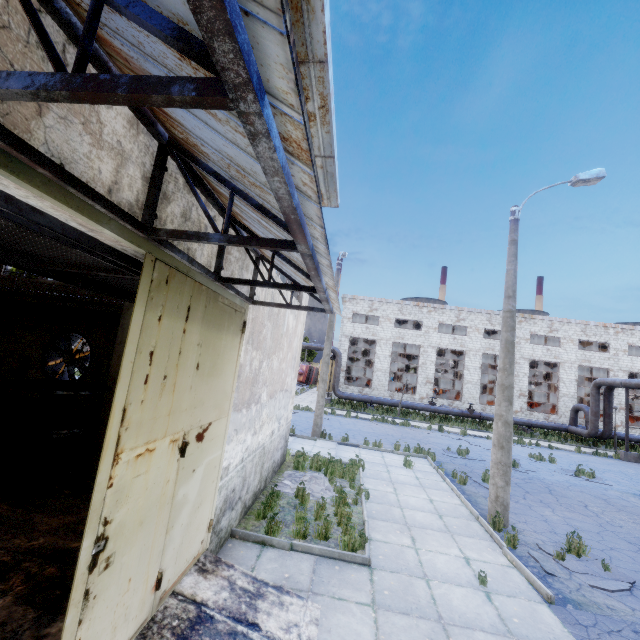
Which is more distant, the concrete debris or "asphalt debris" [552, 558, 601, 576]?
the concrete debris

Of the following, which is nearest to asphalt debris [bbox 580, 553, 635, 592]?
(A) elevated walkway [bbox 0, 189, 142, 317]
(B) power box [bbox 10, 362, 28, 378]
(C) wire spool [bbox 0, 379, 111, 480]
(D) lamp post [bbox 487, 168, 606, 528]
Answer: (D) lamp post [bbox 487, 168, 606, 528]

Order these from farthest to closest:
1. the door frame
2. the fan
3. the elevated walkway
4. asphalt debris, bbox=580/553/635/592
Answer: the fan < asphalt debris, bbox=580/553/635/592 < the elevated walkway < the door frame

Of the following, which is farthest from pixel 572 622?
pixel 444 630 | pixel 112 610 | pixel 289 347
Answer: pixel 289 347

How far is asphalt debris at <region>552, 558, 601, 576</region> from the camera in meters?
6.6 m

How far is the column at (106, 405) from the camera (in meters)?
8.72

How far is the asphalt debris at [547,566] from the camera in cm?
641
